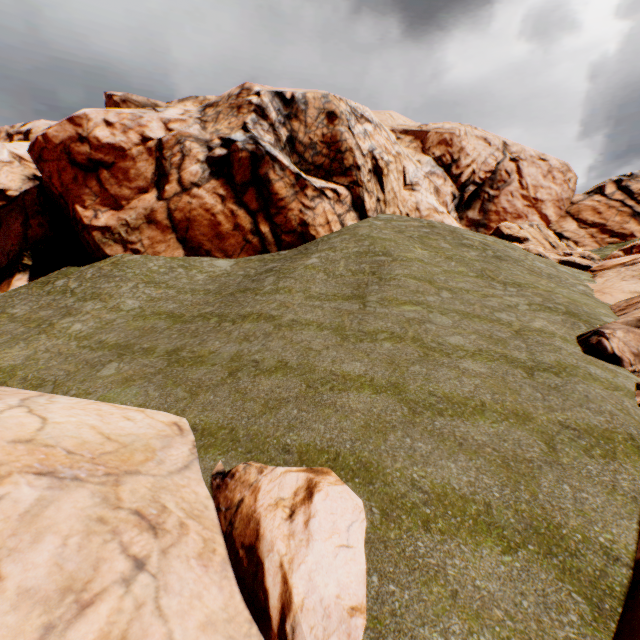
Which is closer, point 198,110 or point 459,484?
point 459,484

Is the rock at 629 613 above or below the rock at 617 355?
below

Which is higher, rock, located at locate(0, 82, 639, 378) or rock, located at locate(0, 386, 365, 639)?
rock, located at locate(0, 82, 639, 378)

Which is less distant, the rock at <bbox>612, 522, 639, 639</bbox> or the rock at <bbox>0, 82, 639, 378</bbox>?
the rock at <bbox>612, 522, 639, 639</bbox>
